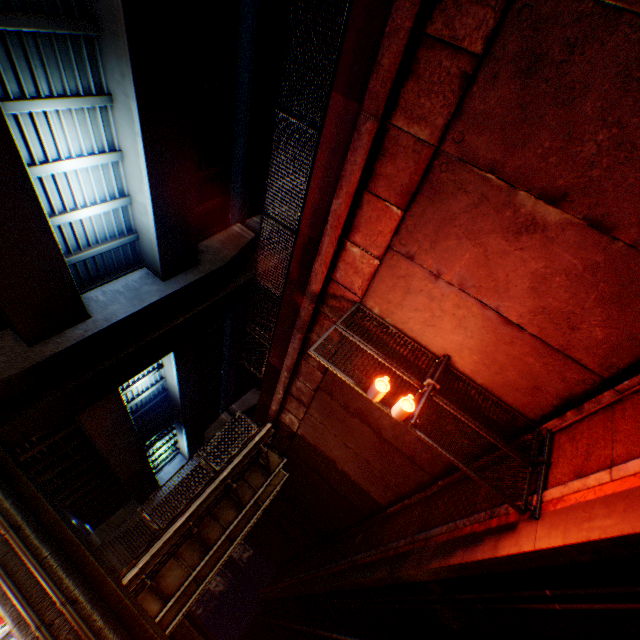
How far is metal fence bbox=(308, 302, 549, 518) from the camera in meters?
5.9

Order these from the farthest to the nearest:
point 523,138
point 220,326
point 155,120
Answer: point 220,326 < point 155,120 < point 523,138

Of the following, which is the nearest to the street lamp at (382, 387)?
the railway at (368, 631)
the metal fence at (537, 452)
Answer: the metal fence at (537, 452)

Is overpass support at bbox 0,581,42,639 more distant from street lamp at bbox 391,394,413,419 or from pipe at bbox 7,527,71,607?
street lamp at bbox 391,394,413,419

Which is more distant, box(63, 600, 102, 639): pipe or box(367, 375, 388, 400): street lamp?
box(63, 600, 102, 639): pipe

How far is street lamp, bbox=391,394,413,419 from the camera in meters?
5.9 m

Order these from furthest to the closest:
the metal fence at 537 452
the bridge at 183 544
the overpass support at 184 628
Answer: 1. the overpass support at 184 628
2. the bridge at 183 544
3. the metal fence at 537 452

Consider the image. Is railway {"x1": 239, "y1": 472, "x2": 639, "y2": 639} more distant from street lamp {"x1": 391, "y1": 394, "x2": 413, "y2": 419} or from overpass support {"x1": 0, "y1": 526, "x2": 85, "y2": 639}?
overpass support {"x1": 0, "y1": 526, "x2": 85, "y2": 639}
